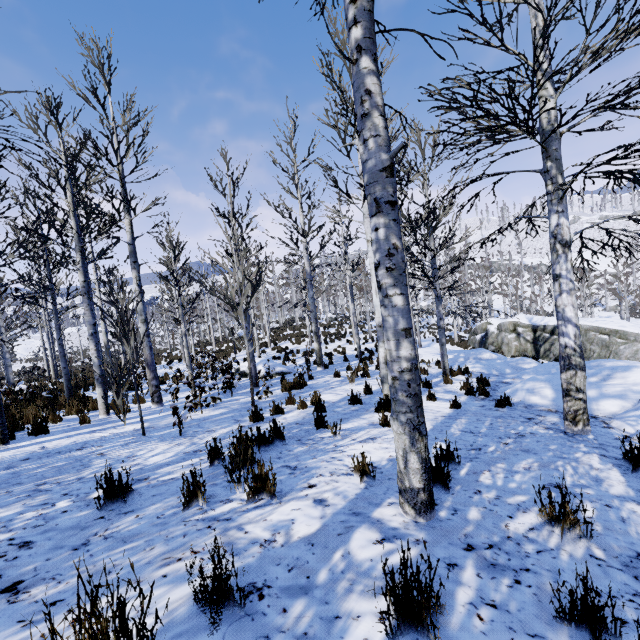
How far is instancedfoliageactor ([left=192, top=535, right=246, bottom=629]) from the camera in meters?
1.5 m

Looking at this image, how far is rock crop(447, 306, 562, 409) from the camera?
7.8m

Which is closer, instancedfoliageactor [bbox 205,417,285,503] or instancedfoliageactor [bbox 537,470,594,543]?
instancedfoliageactor [bbox 537,470,594,543]

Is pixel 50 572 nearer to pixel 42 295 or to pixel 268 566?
pixel 268 566

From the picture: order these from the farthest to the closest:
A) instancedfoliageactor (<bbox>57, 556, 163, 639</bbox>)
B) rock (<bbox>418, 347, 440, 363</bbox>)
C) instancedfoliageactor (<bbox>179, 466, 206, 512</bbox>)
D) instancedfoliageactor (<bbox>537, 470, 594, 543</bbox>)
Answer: rock (<bbox>418, 347, 440, 363</bbox>), instancedfoliageactor (<bbox>179, 466, 206, 512</bbox>), instancedfoliageactor (<bbox>537, 470, 594, 543</bbox>), instancedfoliageactor (<bbox>57, 556, 163, 639</bbox>)

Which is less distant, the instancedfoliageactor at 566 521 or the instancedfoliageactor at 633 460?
the instancedfoliageactor at 566 521

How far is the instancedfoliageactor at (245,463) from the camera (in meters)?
2.92
